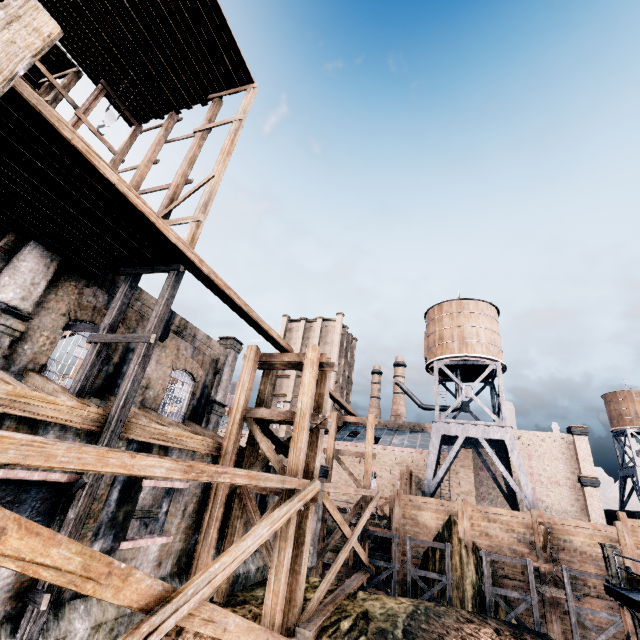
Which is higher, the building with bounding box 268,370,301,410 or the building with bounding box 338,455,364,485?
the building with bounding box 268,370,301,410

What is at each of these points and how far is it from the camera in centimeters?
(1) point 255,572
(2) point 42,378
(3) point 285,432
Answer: (1) building, 1584cm
(2) building, 1108cm
(3) building, 4972cm

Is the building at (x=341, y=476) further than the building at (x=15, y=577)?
Yes

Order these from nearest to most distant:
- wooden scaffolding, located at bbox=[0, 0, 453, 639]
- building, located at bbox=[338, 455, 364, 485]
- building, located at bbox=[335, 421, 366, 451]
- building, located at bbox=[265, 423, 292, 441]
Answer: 1. wooden scaffolding, located at bbox=[0, 0, 453, 639]
2. building, located at bbox=[338, 455, 364, 485]
3. building, located at bbox=[335, 421, 366, 451]
4. building, located at bbox=[265, 423, 292, 441]

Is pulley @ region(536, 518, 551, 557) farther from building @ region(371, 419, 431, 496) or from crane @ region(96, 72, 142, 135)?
crane @ region(96, 72, 142, 135)

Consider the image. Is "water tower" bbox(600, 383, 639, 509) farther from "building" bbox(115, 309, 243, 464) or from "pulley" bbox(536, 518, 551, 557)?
"building" bbox(115, 309, 243, 464)

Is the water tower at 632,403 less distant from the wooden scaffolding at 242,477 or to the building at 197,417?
the building at 197,417

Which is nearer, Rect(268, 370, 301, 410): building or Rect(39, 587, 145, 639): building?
Rect(39, 587, 145, 639): building
